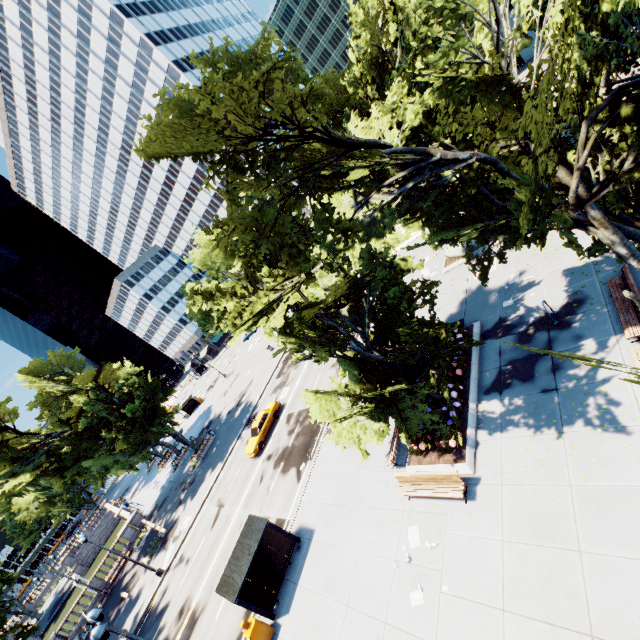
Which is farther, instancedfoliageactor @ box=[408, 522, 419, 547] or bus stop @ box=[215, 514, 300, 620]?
bus stop @ box=[215, 514, 300, 620]

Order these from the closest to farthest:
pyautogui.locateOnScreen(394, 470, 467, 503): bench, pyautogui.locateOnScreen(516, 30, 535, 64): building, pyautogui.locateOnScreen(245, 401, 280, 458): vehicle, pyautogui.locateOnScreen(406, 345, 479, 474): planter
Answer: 1. pyautogui.locateOnScreen(394, 470, 467, 503): bench
2. pyautogui.locateOnScreen(406, 345, 479, 474): planter
3. pyautogui.locateOnScreen(245, 401, 280, 458): vehicle
4. pyautogui.locateOnScreen(516, 30, 535, 64): building

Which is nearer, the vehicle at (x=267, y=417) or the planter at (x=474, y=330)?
the planter at (x=474, y=330)

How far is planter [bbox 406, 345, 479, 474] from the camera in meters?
12.1 m

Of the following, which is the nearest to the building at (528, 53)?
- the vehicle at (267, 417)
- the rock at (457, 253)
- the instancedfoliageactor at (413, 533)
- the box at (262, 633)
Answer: the rock at (457, 253)

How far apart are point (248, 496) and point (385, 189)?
23.8 meters

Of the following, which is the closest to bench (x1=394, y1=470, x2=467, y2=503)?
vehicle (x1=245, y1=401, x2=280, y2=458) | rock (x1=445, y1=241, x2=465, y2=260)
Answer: rock (x1=445, y1=241, x2=465, y2=260)

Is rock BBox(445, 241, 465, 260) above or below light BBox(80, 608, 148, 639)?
below
